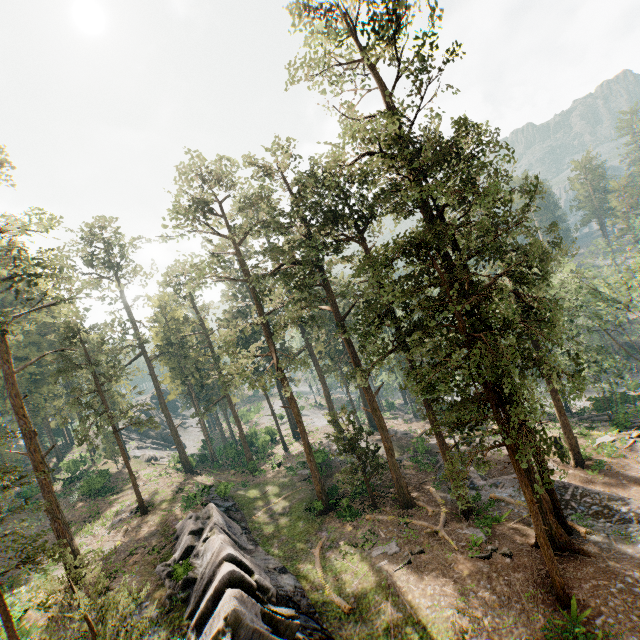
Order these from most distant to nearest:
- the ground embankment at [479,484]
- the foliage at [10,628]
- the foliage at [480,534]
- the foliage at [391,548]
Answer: the ground embankment at [479,484] → the foliage at [391,548] → the foliage at [480,534] → the foliage at [10,628]

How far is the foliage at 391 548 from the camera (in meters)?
21.31

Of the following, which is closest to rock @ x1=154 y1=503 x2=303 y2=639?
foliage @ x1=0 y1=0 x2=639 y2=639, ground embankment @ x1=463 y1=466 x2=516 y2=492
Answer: foliage @ x1=0 y1=0 x2=639 y2=639

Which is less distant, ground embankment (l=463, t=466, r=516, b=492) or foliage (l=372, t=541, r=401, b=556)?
foliage (l=372, t=541, r=401, b=556)

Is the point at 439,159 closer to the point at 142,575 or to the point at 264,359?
the point at 142,575

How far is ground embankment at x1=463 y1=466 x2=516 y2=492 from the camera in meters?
25.4 m
